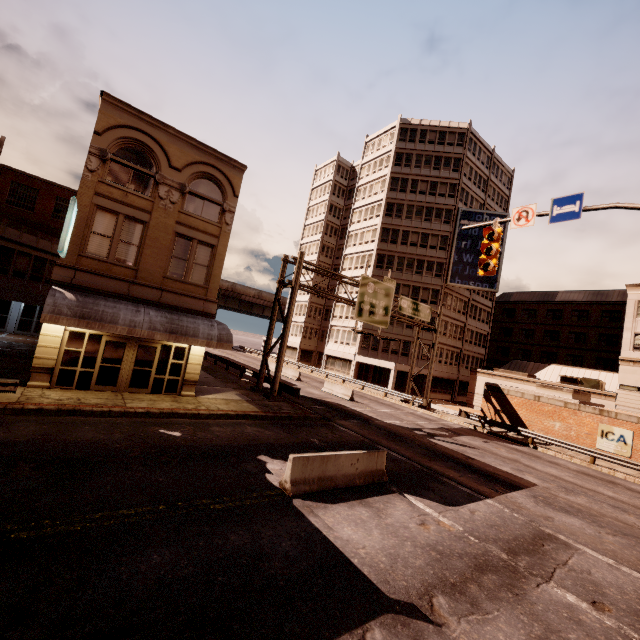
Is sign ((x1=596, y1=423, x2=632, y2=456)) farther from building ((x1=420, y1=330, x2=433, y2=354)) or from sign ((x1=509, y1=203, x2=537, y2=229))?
sign ((x1=509, y1=203, x2=537, y2=229))

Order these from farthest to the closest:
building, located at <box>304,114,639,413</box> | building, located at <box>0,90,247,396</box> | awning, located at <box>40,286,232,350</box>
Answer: building, located at <box>304,114,639,413</box> → building, located at <box>0,90,247,396</box> → awning, located at <box>40,286,232,350</box>

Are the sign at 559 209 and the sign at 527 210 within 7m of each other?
yes

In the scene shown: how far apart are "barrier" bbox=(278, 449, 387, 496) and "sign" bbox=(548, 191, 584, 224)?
9.04m

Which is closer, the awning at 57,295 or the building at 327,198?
the awning at 57,295

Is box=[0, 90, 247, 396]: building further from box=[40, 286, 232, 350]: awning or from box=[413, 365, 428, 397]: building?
box=[413, 365, 428, 397]: building

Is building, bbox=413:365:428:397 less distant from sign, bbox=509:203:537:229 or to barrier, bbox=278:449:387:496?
barrier, bbox=278:449:387:496

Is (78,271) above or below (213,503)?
above
